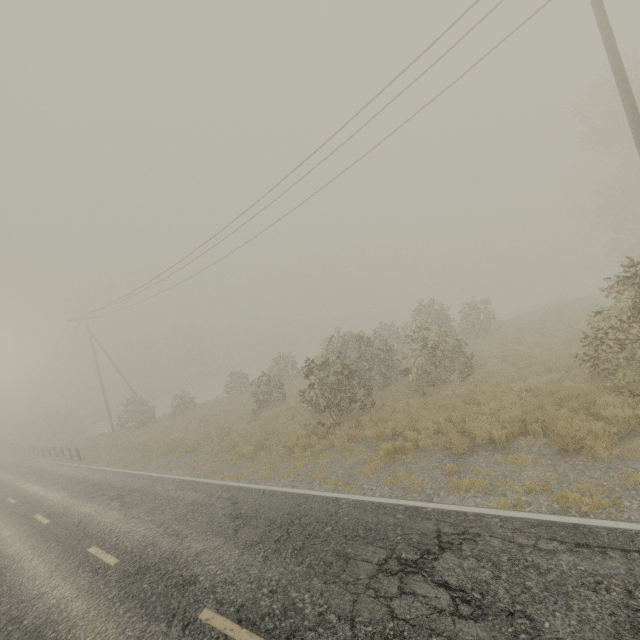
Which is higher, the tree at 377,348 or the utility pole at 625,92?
the utility pole at 625,92

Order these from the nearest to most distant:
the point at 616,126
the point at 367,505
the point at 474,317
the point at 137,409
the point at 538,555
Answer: the point at 538,555
the point at 367,505
the point at 474,317
the point at 616,126
the point at 137,409

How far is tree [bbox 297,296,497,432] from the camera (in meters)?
13.62

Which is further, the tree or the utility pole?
the tree

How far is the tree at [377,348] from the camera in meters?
13.6 m

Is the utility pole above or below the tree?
above
